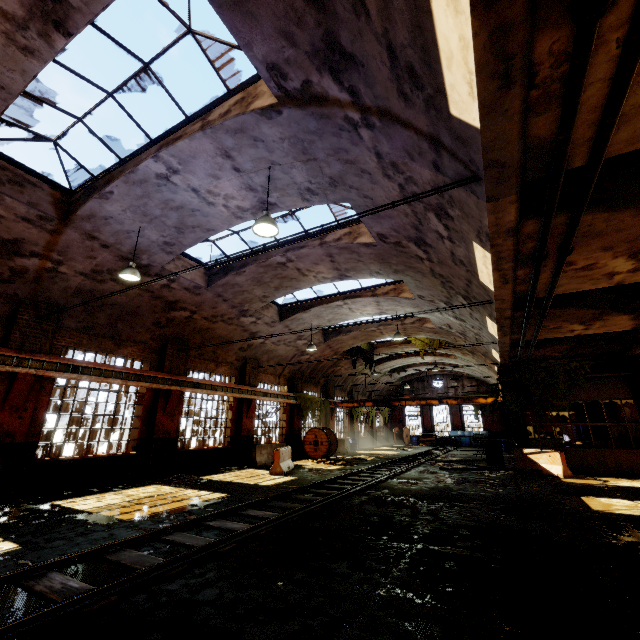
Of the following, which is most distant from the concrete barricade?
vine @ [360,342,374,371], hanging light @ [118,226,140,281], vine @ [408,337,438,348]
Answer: hanging light @ [118,226,140,281]

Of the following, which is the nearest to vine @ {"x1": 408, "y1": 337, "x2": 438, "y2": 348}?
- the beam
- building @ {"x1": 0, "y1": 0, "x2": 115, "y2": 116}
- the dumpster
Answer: building @ {"x1": 0, "y1": 0, "x2": 115, "y2": 116}

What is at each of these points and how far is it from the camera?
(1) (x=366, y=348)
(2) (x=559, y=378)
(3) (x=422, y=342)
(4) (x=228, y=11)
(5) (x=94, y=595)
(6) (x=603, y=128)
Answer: (1) vine, 24.9m
(2) vine, 15.1m
(3) vine, 22.8m
(4) building, 4.2m
(5) rail track, 3.7m
(6) pipe, 3.4m

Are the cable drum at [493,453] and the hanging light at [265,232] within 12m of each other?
no

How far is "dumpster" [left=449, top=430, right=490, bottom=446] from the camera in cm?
3188

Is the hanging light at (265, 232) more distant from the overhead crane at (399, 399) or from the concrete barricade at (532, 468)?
the overhead crane at (399, 399)

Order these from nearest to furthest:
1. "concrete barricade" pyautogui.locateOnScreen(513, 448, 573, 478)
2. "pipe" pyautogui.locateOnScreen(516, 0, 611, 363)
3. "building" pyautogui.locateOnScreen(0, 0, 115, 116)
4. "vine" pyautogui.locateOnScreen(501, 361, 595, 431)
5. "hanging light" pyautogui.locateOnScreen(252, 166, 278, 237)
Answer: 1. "pipe" pyautogui.locateOnScreen(516, 0, 611, 363)
2. "building" pyautogui.locateOnScreen(0, 0, 115, 116)
3. "hanging light" pyautogui.locateOnScreen(252, 166, 278, 237)
4. "concrete barricade" pyautogui.locateOnScreen(513, 448, 573, 478)
5. "vine" pyautogui.locateOnScreen(501, 361, 595, 431)

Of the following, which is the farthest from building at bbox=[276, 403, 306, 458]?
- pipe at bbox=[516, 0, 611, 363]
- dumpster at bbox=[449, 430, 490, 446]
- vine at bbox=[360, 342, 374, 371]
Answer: dumpster at bbox=[449, 430, 490, 446]
